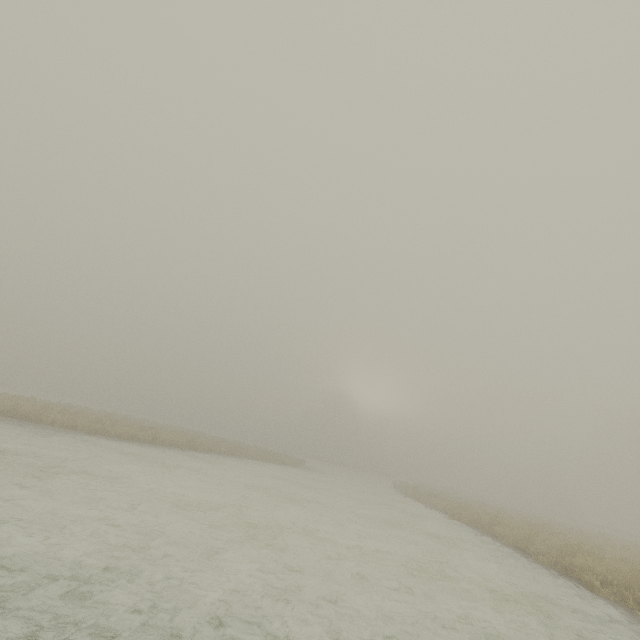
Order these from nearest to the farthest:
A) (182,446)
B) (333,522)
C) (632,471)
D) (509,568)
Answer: (509,568) → (333,522) → (182,446) → (632,471)
